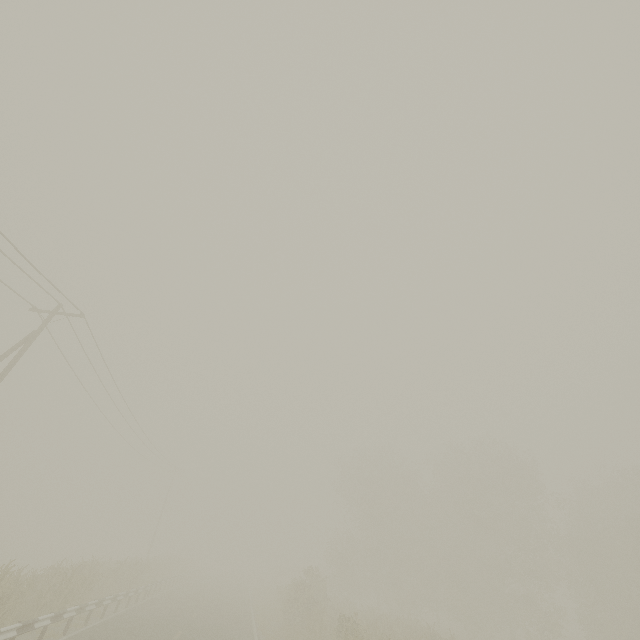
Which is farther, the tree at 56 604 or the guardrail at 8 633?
the tree at 56 604

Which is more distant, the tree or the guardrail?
the tree

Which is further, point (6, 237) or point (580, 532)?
point (580, 532)
